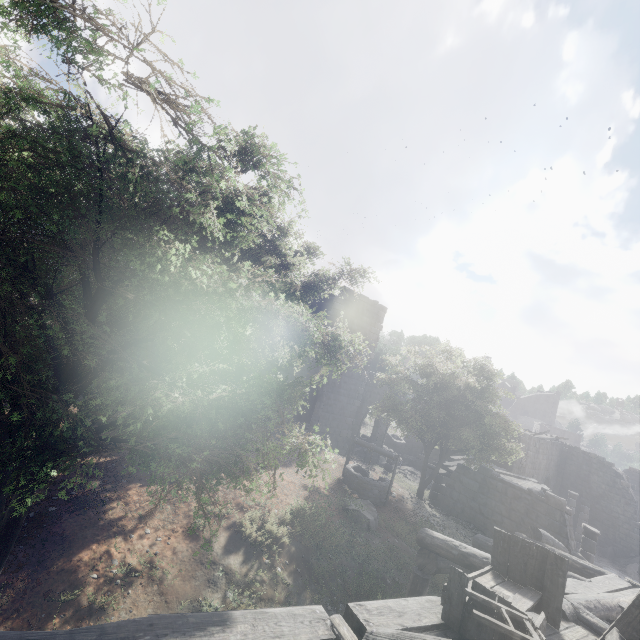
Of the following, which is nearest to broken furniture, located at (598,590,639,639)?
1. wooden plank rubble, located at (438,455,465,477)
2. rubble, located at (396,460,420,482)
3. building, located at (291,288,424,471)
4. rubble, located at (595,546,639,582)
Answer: building, located at (291,288,424,471)

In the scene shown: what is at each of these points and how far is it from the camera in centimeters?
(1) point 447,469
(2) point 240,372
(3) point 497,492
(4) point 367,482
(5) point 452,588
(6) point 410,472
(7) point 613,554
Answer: (1) wooden plank rubble, 1761cm
(2) building, 3297cm
(3) building, 1408cm
(4) well, 1283cm
(5) broken furniture, 392cm
(6) rubble, 2483cm
(7) rubble, 2375cm

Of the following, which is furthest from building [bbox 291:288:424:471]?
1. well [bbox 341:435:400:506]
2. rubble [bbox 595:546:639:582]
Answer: well [bbox 341:435:400:506]

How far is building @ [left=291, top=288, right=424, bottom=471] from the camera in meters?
19.9

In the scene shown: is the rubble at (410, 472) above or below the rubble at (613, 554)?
above

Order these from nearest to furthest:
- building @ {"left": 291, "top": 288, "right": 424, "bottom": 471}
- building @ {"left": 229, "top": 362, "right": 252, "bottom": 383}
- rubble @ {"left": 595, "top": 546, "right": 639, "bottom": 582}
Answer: building @ {"left": 291, "top": 288, "right": 424, "bottom": 471}, rubble @ {"left": 595, "top": 546, "right": 639, "bottom": 582}, building @ {"left": 229, "top": 362, "right": 252, "bottom": 383}

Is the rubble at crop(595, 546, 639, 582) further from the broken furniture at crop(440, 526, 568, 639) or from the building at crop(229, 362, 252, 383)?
the broken furniture at crop(440, 526, 568, 639)

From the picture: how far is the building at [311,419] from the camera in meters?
19.9 m
